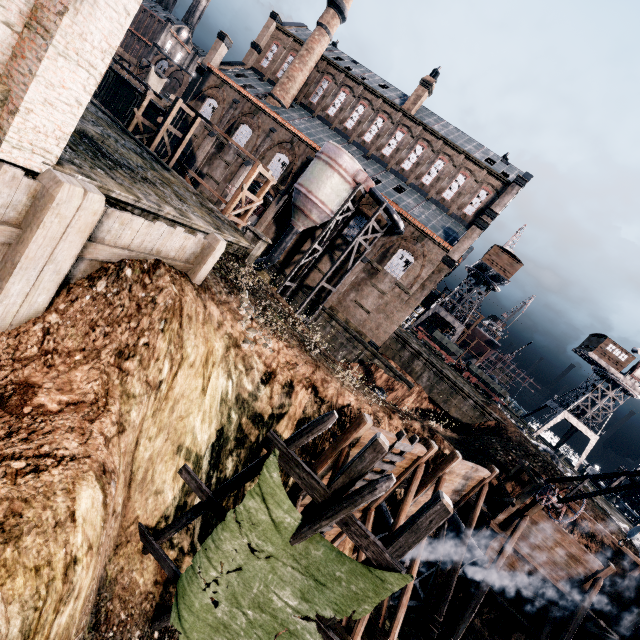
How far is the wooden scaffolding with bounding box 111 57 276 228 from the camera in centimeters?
2195cm

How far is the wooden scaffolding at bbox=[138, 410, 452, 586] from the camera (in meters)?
7.80

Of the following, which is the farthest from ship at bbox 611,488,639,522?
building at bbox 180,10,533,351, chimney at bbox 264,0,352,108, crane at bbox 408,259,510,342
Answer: chimney at bbox 264,0,352,108

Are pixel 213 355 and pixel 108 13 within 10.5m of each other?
yes

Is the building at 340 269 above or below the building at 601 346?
below

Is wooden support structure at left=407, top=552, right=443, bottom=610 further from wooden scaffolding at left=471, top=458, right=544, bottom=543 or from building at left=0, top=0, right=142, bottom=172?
building at left=0, top=0, right=142, bottom=172

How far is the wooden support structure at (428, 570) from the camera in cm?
1695

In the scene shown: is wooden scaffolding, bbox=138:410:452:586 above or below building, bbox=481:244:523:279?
below
